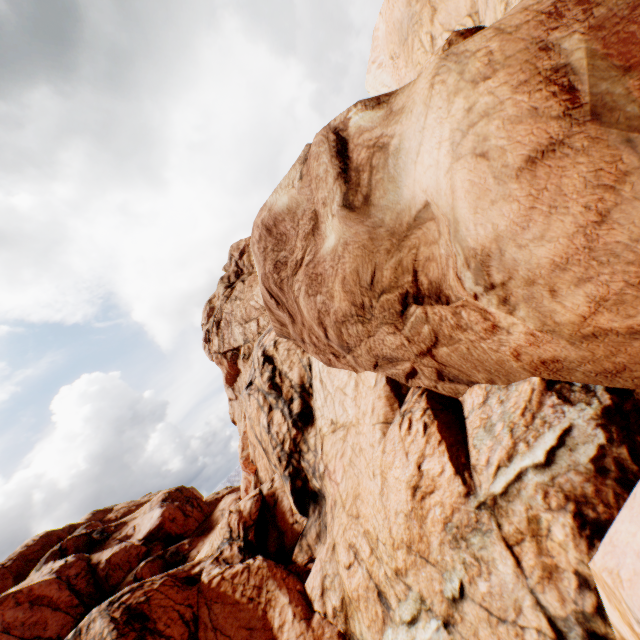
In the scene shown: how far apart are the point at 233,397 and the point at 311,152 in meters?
32.0 m
